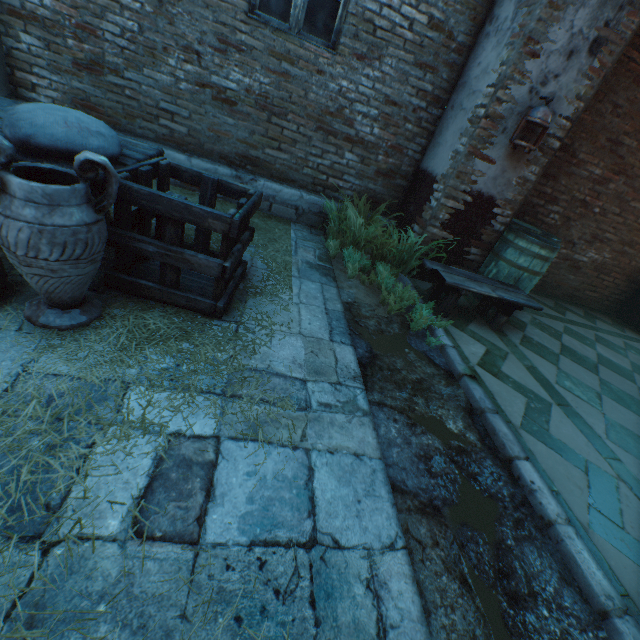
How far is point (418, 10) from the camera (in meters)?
3.50

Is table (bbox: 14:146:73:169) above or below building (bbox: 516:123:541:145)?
below

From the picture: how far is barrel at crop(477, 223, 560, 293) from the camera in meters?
3.8 m

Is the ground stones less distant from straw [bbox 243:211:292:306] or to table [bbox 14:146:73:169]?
straw [bbox 243:211:292:306]

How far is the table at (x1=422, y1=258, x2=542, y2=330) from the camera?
3.3 meters

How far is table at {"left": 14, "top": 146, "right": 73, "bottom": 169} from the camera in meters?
1.7 m

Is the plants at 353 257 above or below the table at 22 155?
below

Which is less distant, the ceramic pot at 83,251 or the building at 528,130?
the ceramic pot at 83,251
